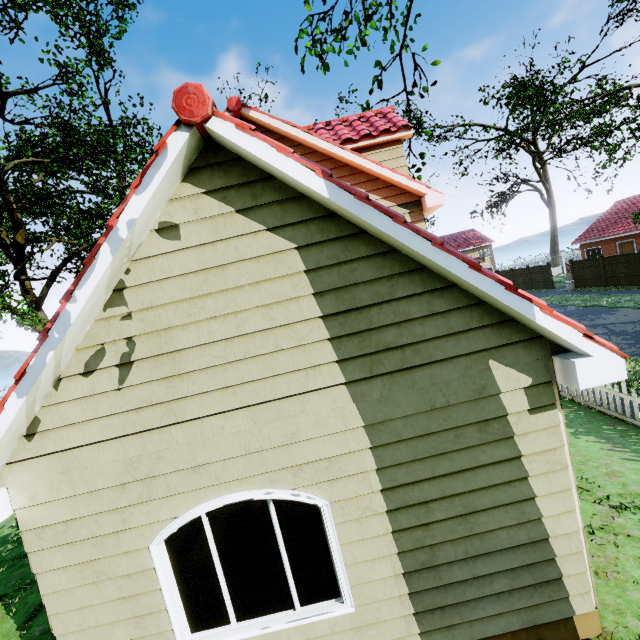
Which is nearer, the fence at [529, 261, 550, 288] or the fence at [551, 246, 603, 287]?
the fence at [551, 246, 603, 287]

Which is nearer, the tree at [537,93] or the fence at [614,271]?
the tree at [537,93]

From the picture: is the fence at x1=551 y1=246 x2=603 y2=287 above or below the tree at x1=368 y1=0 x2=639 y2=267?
below

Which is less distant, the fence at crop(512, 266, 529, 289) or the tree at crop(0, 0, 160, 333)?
the tree at crop(0, 0, 160, 333)

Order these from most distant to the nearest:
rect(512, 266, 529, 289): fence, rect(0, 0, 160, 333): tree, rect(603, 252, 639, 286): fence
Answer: rect(512, 266, 529, 289): fence → rect(603, 252, 639, 286): fence → rect(0, 0, 160, 333): tree

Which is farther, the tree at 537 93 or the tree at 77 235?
the tree at 77 235

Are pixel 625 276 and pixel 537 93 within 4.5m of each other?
no

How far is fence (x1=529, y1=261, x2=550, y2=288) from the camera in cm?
3142
